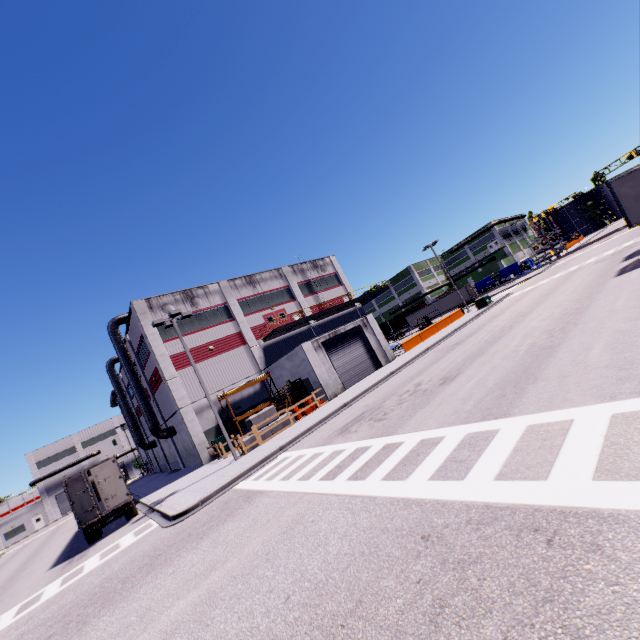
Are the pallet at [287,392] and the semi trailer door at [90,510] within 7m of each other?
no

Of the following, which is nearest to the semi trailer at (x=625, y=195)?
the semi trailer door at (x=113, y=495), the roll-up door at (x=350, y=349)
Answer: the semi trailer door at (x=113, y=495)

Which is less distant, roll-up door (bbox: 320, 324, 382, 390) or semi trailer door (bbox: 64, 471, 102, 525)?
semi trailer door (bbox: 64, 471, 102, 525)

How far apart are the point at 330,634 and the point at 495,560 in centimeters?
221cm

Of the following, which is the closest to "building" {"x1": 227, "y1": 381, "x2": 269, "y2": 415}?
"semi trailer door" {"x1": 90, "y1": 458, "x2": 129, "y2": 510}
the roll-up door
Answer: the roll-up door

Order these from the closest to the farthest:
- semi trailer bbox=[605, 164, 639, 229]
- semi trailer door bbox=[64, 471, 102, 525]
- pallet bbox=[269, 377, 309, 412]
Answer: semi trailer bbox=[605, 164, 639, 229] < semi trailer door bbox=[64, 471, 102, 525] < pallet bbox=[269, 377, 309, 412]

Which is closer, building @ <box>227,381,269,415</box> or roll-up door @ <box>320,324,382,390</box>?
roll-up door @ <box>320,324,382,390</box>

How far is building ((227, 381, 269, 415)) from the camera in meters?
28.6
